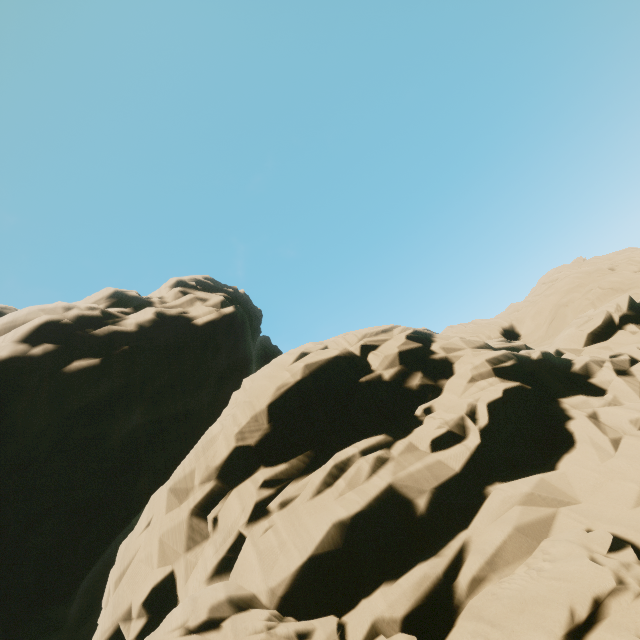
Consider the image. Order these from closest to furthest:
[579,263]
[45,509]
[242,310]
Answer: [45,509] < [579,263] < [242,310]
